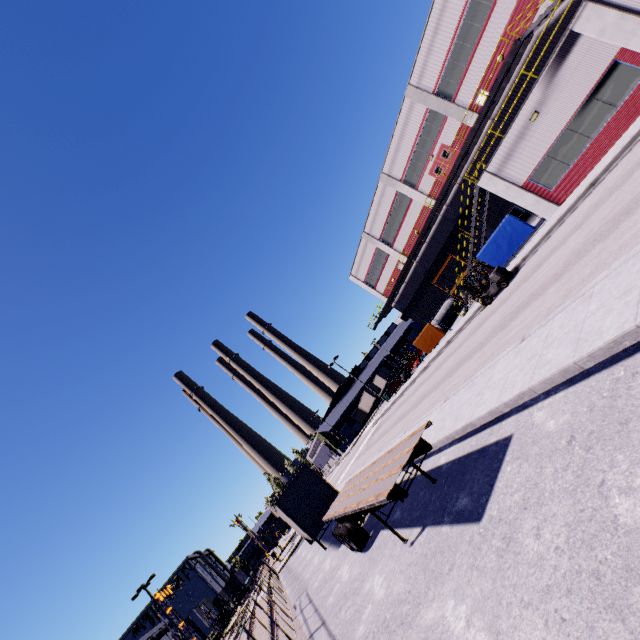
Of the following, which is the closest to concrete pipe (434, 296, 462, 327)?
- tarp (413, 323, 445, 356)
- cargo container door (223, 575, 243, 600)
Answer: tarp (413, 323, 445, 356)

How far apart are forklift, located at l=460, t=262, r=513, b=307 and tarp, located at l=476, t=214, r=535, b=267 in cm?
328

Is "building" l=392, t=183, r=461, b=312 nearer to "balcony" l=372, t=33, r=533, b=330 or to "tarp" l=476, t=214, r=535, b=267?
"balcony" l=372, t=33, r=533, b=330

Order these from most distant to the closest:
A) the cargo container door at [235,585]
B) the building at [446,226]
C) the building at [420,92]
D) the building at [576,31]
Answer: the cargo container door at [235,585] → the building at [446,226] → the building at [420,92] → the building at [576,31]

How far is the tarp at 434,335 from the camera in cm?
3178

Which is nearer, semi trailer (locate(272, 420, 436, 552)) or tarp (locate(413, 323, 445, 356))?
semi trailer (locate(272, 420, 436, 552))

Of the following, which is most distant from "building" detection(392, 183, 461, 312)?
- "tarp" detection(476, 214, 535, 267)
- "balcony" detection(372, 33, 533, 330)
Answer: "tarp" detection(476, 214, 535, 267)

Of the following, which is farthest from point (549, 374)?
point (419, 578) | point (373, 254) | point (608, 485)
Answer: point (373, 254)
